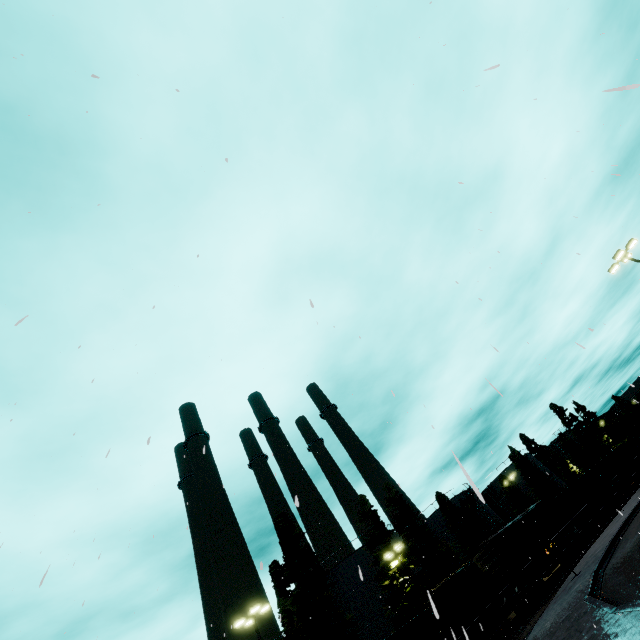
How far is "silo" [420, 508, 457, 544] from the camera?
48.1m

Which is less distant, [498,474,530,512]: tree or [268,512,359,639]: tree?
[268,512,359,639]: tree

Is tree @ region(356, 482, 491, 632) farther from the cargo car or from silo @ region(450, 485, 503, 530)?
the cargo car

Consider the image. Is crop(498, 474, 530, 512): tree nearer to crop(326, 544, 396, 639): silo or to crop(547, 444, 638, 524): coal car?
crop(326, 544, 396, 639): silo

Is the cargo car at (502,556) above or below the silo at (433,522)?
below

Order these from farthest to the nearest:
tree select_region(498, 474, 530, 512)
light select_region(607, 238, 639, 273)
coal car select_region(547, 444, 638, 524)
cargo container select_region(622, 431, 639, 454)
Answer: tree select_region(498, 474, 530, 512), cargo container select_region(622, 431, 639, 454), coal car select_region(547, 444, 638, 524), light select_region(607, 238, 639, 273)

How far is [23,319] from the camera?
3.6 meters

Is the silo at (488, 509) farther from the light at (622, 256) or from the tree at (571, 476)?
the light at (622, 256)
